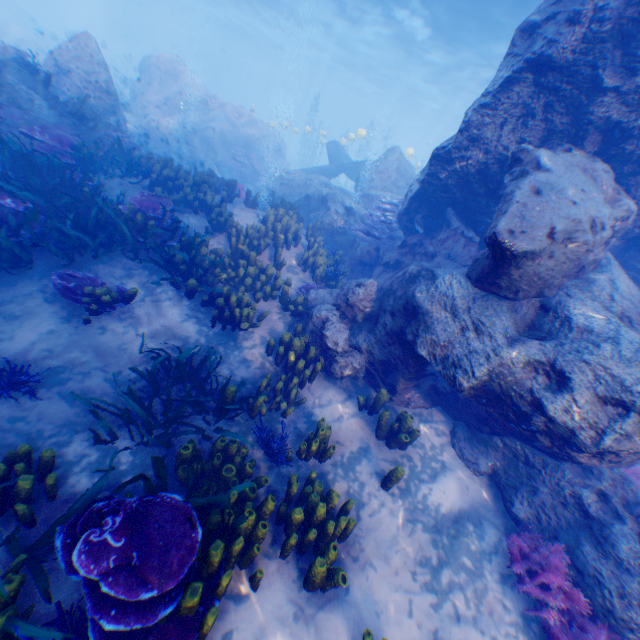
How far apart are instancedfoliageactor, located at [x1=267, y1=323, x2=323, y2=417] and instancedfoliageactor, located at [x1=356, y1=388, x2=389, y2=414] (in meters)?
1.12

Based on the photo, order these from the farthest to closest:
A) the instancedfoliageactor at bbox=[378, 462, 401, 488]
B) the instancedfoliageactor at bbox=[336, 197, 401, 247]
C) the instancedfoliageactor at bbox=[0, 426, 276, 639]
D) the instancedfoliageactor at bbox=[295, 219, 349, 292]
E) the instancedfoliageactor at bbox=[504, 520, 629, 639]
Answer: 1. the instancedfoliageactor at bbox=[336, 197, 401, 247]
2. the instancedfoliageactor at bbox=[295, 219, 349, 292]
3. the instancedfoliageactor at bbox=[378, 462, 401, 488]
4. the instancedfoliageactor at bbox=[504, 520, 629, 639]
5. the instancedfoliageactor at bbox=[0, 426, 276, 639]

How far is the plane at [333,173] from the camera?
18.6 meters

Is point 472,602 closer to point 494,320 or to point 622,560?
point 622,560

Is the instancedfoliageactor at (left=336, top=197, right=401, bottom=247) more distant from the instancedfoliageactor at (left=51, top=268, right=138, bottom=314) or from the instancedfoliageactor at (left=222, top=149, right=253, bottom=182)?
the instancedfoliageactor at (left=51, top=268, right=138, bottom=314)

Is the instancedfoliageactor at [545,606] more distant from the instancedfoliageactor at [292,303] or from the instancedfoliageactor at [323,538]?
the instancedfoliageactor at [292,303]

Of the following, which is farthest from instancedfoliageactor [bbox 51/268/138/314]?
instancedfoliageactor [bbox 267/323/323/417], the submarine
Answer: the submarine

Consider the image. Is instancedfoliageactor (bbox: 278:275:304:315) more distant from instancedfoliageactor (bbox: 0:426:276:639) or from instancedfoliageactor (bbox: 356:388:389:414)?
instancedfoliageactor (bbox: 356:388:389:414)
